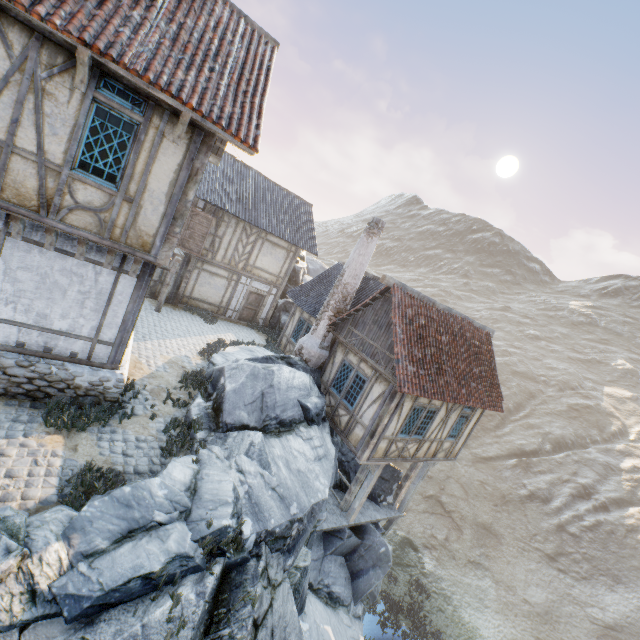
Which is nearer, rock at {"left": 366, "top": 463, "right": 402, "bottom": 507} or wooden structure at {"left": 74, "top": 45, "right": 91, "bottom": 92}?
wooden structure at {"left": 74, "top": 45, "right": 91, "bottom": 92}

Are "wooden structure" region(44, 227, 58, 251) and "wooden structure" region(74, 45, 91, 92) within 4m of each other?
yes

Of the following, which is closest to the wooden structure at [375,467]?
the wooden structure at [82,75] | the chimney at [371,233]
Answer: the chimney at [371,233]

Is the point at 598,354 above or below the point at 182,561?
above

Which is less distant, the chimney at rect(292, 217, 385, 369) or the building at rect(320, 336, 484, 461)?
the building at rect(320, 336, 484, 461)

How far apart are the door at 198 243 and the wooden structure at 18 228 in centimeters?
1054cm

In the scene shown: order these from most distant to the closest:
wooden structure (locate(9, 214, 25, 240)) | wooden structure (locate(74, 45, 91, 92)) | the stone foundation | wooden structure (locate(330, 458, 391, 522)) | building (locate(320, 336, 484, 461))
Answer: wooden structure (locate(330, 458, 391, 522))
building (locate(320, 336, 484, 461))
the stone foundation
wooden structure (locate(9, 214, 25, 240))
wooden structure (locate(74, 45, 91, 92))

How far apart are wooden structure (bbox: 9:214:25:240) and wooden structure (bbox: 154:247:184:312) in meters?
8.0 m
